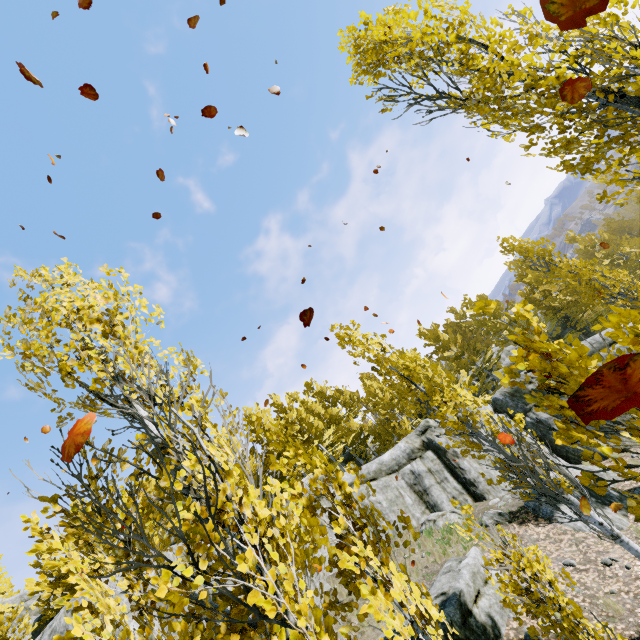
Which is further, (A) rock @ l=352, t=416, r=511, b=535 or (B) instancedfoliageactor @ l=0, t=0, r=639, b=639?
(A) rock @ l=352, t=416, r=511, b=535

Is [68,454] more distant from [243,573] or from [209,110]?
[209,110]

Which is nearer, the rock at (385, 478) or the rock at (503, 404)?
the rock at (385, 478)

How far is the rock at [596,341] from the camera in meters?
17.0

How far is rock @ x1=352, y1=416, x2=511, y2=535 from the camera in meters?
14.4 m

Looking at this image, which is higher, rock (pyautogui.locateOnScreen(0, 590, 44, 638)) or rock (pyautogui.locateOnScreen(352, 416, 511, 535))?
rock (pyautogui.locateOnScreen(0, 590, 44, 638))

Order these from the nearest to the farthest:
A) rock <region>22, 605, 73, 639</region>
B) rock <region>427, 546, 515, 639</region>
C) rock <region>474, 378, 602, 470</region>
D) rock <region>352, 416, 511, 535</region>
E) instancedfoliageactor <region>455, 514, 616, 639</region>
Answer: instancedfoliageactor <region>455, 514, 616, 639</region> < rock <region>427, 546, 515, 639</region> < rock <region>22, 605, 73, 639</region> < rock <region>352, 416, 511, 535</region> < rock <region>474, 378, 602, 470</region>

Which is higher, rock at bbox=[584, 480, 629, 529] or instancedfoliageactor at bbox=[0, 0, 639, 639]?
instancedfoliageactor at bbox=[0, 0, 639, 639]
